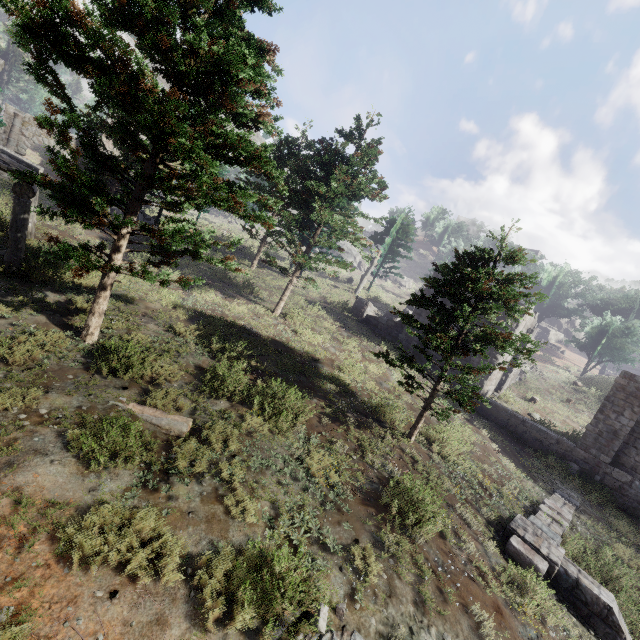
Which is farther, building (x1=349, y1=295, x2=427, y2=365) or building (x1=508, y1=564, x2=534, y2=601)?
building (x1=349, y1=295, x2=427, y2=365)

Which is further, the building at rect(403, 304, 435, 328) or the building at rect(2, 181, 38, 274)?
the building at rect(403, 304, 435, 328)

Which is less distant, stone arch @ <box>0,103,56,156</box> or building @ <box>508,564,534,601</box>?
building @ <box>508,564,534,601</box>

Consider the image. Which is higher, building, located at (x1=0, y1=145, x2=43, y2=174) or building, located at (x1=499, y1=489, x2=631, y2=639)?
building, located at (x1=0, y1=145, x2=43, y2=174)

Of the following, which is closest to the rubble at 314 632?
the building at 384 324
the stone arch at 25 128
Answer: the building at 384 324

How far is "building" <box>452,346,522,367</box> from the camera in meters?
18.3

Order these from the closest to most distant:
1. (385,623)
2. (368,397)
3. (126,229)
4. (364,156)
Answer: (385,623)
(126,229)
(368,397)
(364,156)
